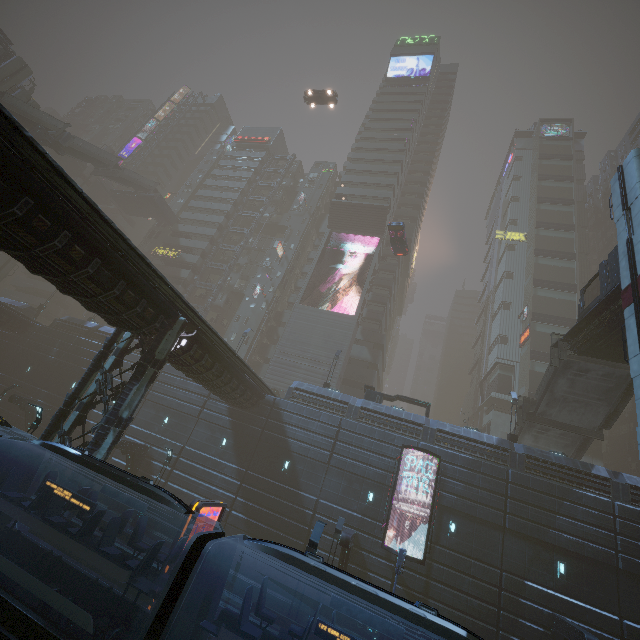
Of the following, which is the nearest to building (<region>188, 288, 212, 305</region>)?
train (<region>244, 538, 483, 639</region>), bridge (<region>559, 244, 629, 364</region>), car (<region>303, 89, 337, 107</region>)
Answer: train (<region>244, 538, 483, 639</region>)

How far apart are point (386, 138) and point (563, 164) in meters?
32.9

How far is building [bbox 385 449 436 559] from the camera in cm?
2097

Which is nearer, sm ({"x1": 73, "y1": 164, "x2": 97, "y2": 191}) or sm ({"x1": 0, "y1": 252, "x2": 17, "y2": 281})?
sm ({"x1": 0, "y1": 252, "x2": 17, "y2": 281})

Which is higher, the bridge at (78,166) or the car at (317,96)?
the car at (317,96)

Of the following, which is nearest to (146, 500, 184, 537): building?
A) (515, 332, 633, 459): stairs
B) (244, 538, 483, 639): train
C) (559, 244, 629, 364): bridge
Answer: (244, 538, 483, 639): train

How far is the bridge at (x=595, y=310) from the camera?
18.1m

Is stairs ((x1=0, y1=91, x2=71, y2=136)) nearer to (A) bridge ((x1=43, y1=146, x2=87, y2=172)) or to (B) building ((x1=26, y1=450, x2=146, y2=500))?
(B) building ((x1=26, y1=450, x2=146, y2=500))
